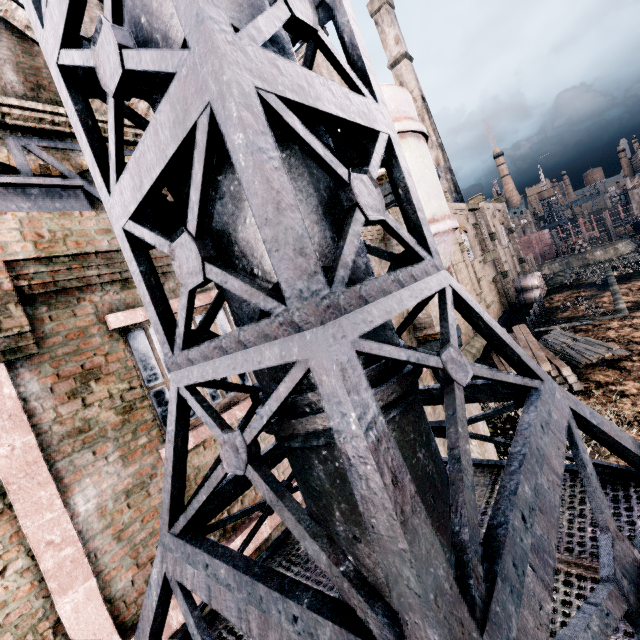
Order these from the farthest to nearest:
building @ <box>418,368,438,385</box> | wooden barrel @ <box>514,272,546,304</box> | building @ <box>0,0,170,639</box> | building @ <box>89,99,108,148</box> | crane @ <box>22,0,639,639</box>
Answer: wooden barrel @ <box>514,272,546,304</box>
building @ <box>418,368,438,385</box>
building @ <box>89,99,108,148</box>
building @ <box>0,0,170,639</box>
crane @ <box>22,0,639,639</box>

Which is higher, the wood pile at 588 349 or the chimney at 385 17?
the chimney at 385 17

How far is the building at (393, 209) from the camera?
8.5m

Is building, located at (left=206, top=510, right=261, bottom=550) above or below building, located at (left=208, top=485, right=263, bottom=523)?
below

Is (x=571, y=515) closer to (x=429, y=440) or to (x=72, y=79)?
(x=429, y=440)

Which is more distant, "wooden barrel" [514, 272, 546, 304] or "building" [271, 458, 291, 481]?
"wooden barrel" [514, 272, 546, 304]

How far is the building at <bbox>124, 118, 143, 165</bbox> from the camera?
8.7m

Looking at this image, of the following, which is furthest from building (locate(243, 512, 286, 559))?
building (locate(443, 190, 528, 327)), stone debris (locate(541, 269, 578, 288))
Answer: building (locate(443, 190, 528, 327))
